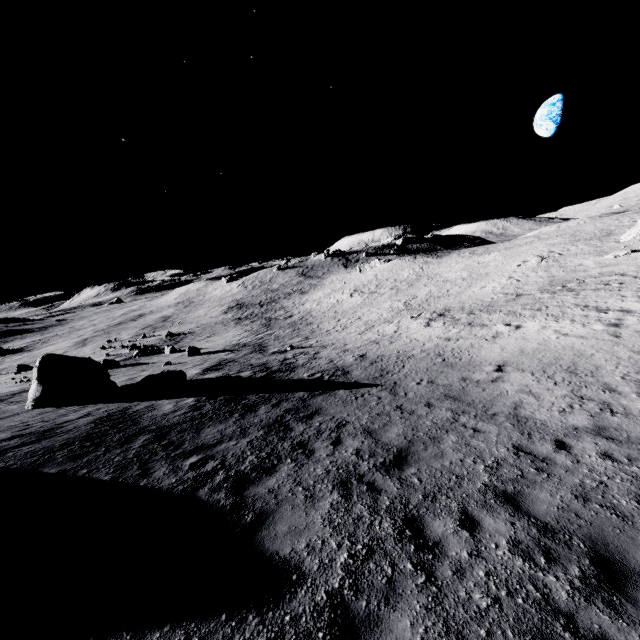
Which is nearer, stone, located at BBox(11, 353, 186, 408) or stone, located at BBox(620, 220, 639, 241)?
stone, located at BBox(11, 353, 186, 408)

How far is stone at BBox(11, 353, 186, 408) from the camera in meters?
15.5

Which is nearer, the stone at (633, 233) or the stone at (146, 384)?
the stone at (146, 384)

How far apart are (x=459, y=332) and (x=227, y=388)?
16.22m

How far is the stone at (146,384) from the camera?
15.5m
